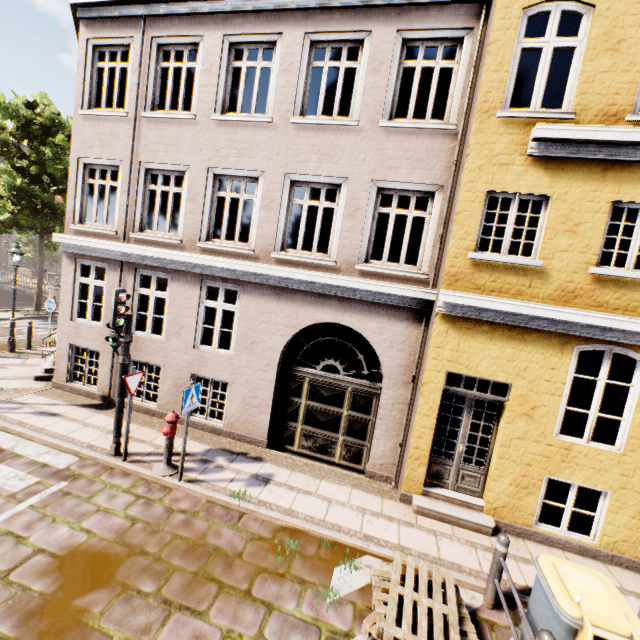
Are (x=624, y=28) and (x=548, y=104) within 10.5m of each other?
no

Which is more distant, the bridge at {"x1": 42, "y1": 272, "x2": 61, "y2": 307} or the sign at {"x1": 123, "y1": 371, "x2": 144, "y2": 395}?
the bridge at {"x1": 42, "y1": 272, "x2": 61, "y2": 307}

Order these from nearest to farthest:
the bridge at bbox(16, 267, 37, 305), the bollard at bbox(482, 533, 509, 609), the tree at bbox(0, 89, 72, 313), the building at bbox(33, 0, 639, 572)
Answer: the bollard at bbox(482, 533, 509, 609)
the building at bbox(33, 0, 639, 572)
the tree at bbox(0, 89, 72, 313)
the bridge at bbox(16, 267, 37, 305)

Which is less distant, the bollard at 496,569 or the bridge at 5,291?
the bollard at 496,569

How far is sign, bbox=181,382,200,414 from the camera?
5.80m

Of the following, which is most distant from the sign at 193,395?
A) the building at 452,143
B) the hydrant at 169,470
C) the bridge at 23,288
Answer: the bridge at 23,288

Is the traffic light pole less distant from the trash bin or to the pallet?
the pallet

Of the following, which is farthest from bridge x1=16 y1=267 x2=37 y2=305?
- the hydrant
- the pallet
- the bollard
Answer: the bollard
